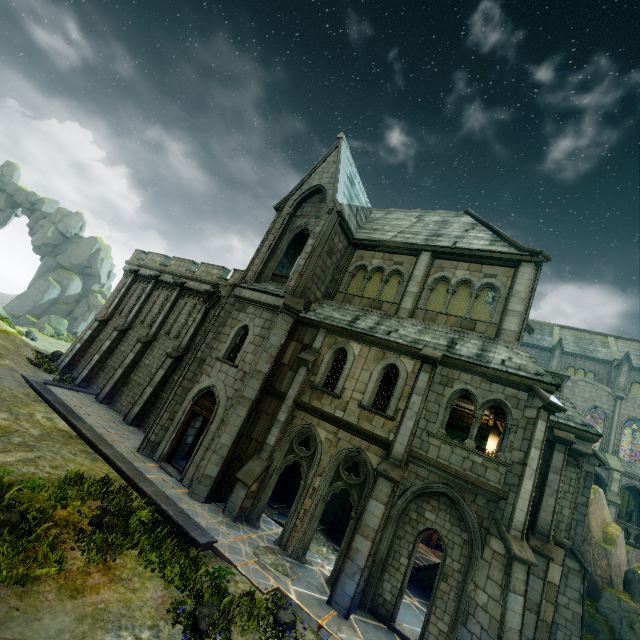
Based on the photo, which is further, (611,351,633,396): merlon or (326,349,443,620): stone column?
(611,351,633,396): merlon

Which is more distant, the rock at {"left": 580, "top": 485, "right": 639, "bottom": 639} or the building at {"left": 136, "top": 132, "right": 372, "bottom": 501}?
the building at {"left": 136, "top": 132, "right": 372, "bottom": 501}

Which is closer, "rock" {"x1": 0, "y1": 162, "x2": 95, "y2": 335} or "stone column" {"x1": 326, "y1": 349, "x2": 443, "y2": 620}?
"stone column" {"x1": 326, "y1": 349, "x2": 443, "y2": 620}

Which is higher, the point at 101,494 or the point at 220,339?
the point at 220,339

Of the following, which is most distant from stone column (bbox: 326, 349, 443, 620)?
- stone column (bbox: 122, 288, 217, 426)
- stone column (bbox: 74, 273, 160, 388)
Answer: stone column (bbox: 74, 273, 160, 388)

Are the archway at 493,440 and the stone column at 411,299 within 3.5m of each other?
no

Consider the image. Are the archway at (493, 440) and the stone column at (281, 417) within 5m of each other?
Result: no

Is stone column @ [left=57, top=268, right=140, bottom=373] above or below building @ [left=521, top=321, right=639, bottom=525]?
below
